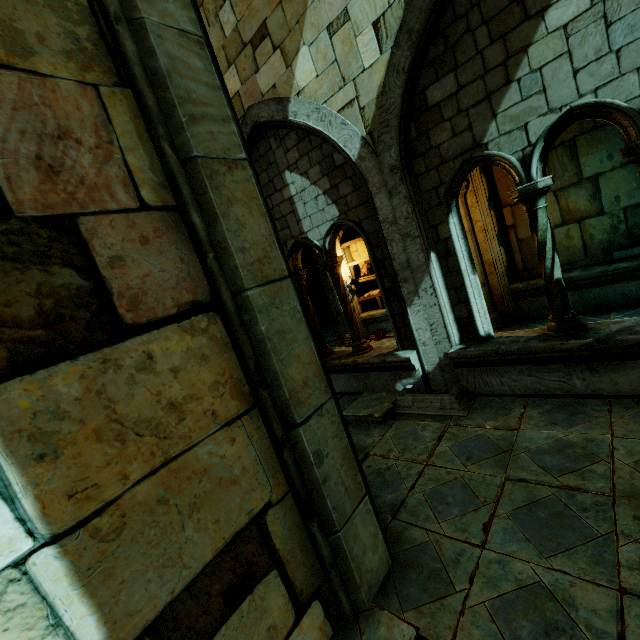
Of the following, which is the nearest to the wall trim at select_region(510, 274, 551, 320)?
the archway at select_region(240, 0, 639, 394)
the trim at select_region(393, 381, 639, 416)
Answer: the archway at select_region(240, 0, 639, 394)

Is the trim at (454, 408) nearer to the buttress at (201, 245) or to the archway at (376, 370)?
the archway at (376, 370)

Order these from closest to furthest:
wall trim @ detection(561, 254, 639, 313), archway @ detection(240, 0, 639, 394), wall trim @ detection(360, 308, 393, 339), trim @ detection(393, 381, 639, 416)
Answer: archway @ detection(240, 0, 639, 394) < trim @ detection(393, 381, 639, 416) < wall trim @ detection(561, 254, 639, 313) < wall trim @ detection(360, 308, 393, 339)

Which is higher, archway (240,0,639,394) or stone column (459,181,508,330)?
archway (240,0,639,394)

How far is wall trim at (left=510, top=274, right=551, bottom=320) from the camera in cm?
670

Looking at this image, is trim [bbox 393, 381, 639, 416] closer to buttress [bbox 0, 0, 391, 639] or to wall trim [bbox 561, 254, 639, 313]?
buttress [bbox 0, 0, 391, 639]

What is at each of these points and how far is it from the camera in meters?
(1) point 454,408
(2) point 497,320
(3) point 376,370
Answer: (1) trim, 4.4 m
(2) stone column, 7.0 m
(3) archway, 5.6 m

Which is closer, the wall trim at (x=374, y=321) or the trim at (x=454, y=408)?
the trim at (x=454, y=408)
